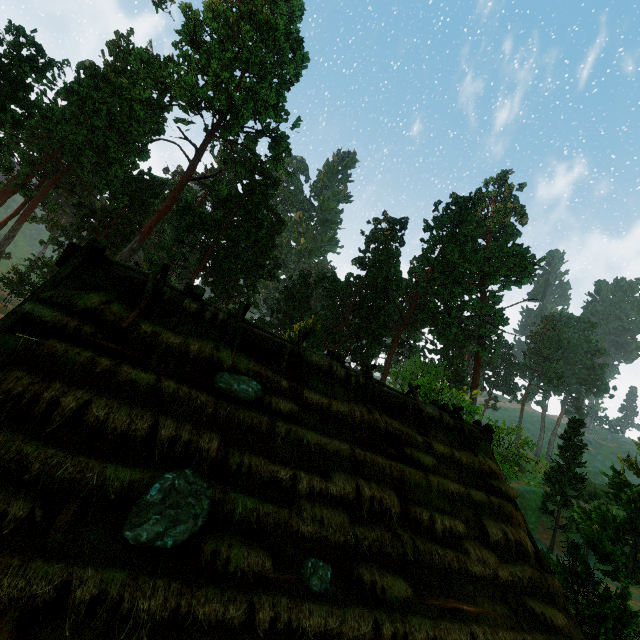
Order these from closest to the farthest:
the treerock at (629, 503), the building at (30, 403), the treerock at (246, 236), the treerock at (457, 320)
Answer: the building at (30, 403) → the treerock at (629, 503) → the treerock at (246, 236) → the treerock at (457, 320)

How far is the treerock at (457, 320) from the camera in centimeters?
4362cm

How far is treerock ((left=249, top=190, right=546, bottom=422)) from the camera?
43.62m

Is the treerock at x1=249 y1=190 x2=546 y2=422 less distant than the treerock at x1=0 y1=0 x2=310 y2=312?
No

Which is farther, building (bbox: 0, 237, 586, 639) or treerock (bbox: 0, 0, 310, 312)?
treerock (bbox: 0, 0, 310, 312)

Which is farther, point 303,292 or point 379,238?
point 379,238
